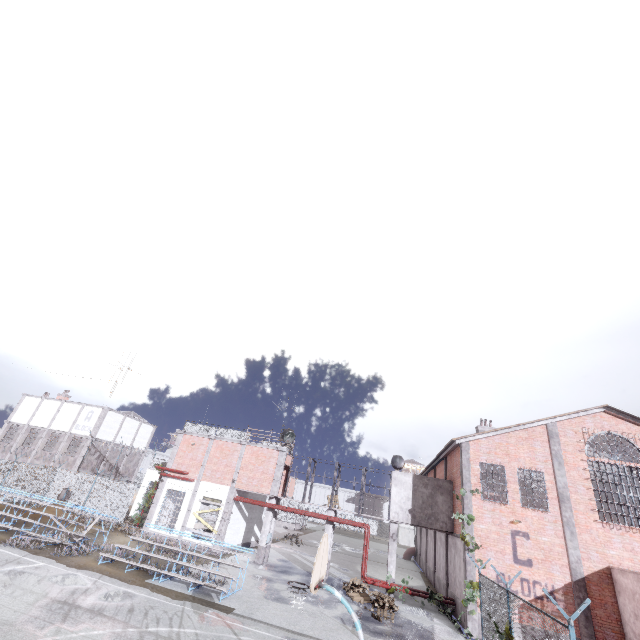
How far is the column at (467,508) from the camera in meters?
18.0

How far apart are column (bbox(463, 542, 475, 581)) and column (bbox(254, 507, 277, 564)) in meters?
12.5

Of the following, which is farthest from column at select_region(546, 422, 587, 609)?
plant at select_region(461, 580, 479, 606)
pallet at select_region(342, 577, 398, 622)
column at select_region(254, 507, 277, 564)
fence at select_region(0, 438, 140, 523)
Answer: column at select_region(254, 507, 277, 564)

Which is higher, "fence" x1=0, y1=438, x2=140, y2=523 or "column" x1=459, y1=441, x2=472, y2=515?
"column" x1=459, y1=441, x2=472, y2=515

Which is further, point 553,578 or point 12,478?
point 12,478

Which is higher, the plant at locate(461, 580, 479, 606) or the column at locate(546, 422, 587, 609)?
the column at locate(546, 422, 587, 609)

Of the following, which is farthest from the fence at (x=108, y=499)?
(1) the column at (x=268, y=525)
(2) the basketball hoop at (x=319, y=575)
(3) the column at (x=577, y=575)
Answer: (3) the column at (x=577, y=575)

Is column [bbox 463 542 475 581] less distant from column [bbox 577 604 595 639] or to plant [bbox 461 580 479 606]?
plant [bbox 461 580 479 606]
